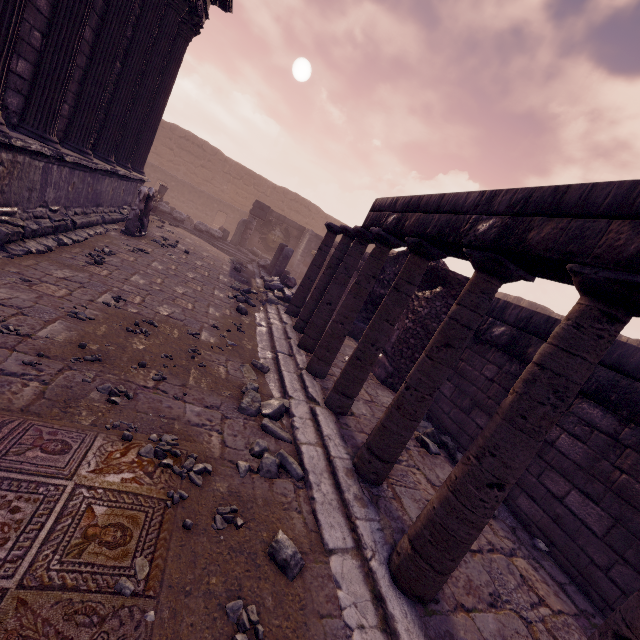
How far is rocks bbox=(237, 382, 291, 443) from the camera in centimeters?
366cm

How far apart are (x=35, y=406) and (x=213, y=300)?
5.1 meters

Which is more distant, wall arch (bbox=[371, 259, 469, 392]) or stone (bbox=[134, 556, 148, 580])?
wall arch (bbox=[371, 259, 469, 392])

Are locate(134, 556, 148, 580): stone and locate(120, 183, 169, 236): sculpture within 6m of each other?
no

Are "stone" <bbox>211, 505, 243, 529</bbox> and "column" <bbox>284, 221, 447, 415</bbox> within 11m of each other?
yes

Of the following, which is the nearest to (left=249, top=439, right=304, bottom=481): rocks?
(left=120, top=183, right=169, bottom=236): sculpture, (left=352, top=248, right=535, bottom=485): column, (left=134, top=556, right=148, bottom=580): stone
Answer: (left=352, top=248, right=535, bottom=485): column

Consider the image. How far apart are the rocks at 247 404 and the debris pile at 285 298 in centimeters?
486cm

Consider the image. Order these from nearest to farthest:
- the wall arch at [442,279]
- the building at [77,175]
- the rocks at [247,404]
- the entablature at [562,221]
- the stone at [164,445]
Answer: the entablature at [562,221] < the stone at [164,445] < the rocks at [247,404] < the building at [77,175] < the wall arch at [442,279]
